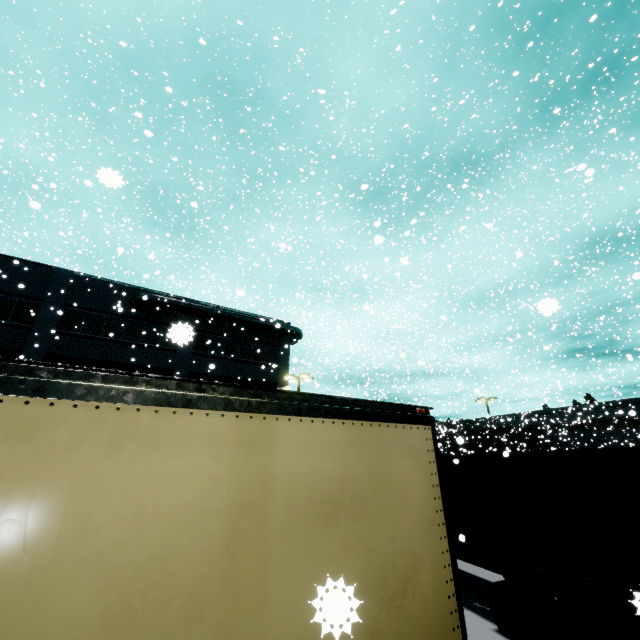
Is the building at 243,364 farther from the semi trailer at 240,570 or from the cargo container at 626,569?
the cargo container at 626,569

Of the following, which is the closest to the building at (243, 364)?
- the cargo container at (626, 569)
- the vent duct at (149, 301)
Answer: the vent duct at (149, 301)

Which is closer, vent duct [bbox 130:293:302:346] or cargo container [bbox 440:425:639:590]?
cargo container [bbox 440:425:639:590]

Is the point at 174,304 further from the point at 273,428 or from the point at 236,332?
the point at 273,428

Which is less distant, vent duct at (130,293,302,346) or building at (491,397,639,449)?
vent duct at (130,293,302,346)

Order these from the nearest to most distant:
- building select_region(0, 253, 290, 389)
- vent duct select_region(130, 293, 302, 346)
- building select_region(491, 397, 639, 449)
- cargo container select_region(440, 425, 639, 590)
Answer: cargo container select_region(440, 425, 639, 590) → building select_region(0, 253, 290, 389) → vent duct select_region(130, 293, 302, 346) → building select_region(491, 397, 639, 449)

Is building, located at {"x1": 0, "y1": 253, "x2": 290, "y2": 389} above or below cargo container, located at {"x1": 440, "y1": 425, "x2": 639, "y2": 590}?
above

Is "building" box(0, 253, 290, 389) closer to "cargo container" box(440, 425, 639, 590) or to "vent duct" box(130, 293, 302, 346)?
"vent duct" box(130, 293, 302, 346)
